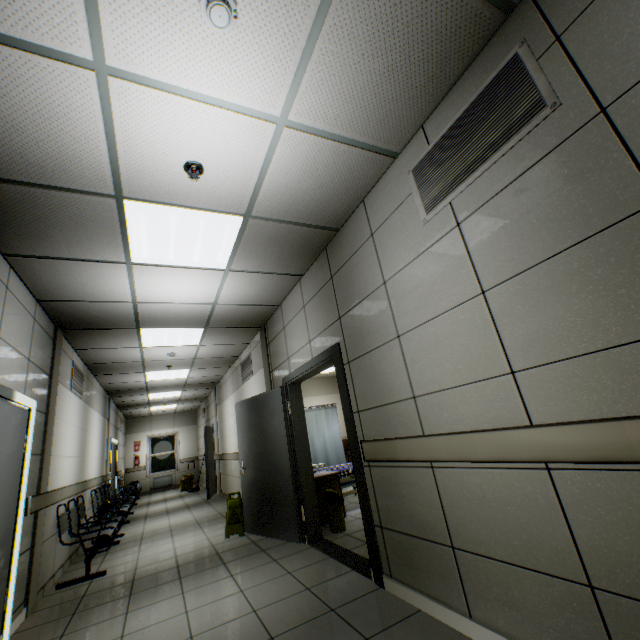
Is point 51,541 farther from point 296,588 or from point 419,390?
point 419,390

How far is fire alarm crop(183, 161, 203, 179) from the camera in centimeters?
230cm

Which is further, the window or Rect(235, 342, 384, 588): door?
the window

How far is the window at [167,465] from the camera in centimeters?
1441cm

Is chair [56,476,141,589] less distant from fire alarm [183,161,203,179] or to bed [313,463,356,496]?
bed [313,463,356,496]

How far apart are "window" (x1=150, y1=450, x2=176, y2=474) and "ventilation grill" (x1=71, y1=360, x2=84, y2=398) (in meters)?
10.29

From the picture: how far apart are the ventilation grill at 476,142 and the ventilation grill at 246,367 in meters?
5.0

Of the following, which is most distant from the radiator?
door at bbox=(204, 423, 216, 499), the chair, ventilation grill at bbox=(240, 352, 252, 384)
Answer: ventilation grill at bbox=(240, 352, 252, 384)
